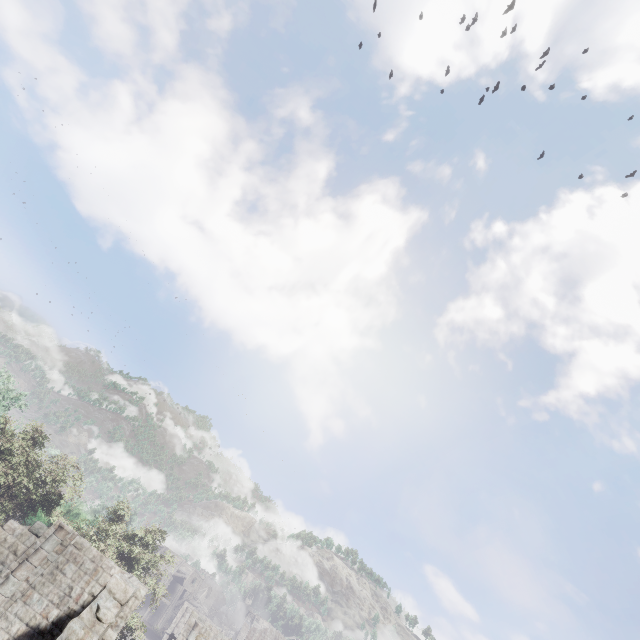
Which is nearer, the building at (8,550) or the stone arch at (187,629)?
the building at (8,550)

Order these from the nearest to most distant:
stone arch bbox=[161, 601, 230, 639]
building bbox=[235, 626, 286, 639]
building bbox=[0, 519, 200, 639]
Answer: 1. building bbox=[0, 519, 200, 639]
2. stone arch bbox=[161, 601, 230, 639]
3. building bbox=[235, 626, 286, 639]

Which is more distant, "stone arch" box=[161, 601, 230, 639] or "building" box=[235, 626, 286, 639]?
"building" box=[235, 626, 286, 639]

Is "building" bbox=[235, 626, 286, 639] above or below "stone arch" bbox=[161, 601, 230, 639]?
above

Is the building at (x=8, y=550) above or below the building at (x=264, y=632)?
below

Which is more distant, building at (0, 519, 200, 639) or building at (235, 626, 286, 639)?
building at (235, 626, 286, 639)

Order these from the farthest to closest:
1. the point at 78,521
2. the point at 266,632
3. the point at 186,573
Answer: the point at 186,573 < the point at 266,632 < the point at 78,521
